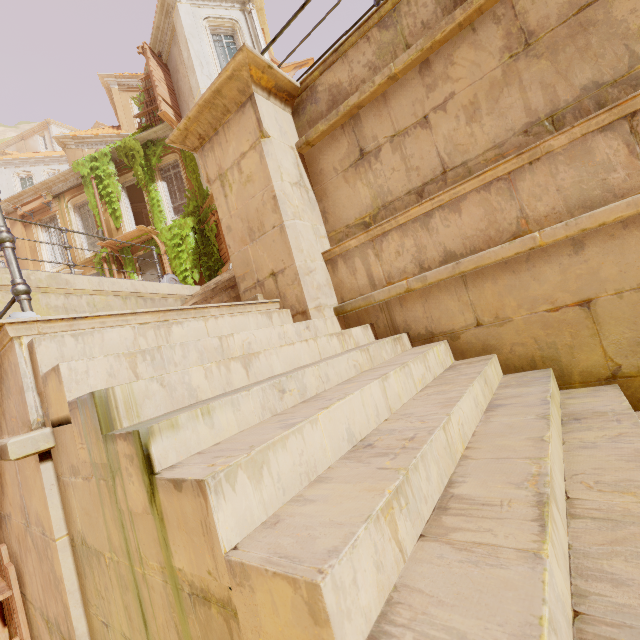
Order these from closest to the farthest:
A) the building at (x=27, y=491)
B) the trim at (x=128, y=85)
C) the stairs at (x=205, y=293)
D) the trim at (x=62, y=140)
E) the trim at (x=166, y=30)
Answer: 1. the building at (x=27, y=491)
2. the stairs at (x=205, y=293)
3. the trim at (x=166, y=30)
4. the trim at (x=62, y=140)
5. the trim at (x=128, y=85)

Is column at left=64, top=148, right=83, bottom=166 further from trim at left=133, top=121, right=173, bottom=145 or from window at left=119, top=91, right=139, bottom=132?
trim at left=133, top=121, right=173, bottom=145

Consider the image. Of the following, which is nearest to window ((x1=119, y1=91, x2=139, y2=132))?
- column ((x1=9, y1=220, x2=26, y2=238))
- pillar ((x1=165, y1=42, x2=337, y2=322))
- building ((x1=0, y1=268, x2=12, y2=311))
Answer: column ((x1=9, y1=220, x2=26, y2=238))

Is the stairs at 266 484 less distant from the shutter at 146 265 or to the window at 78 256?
the shutter at 146 265

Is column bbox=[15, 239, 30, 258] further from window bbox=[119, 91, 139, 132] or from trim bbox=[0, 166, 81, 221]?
window bbox=[119, 91, 139, 132]

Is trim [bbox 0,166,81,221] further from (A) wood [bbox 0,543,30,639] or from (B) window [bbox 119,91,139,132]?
(A) wood [bbox 0,543,30,639]

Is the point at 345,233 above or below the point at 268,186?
below

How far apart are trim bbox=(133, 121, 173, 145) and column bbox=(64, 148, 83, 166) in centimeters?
585cm
